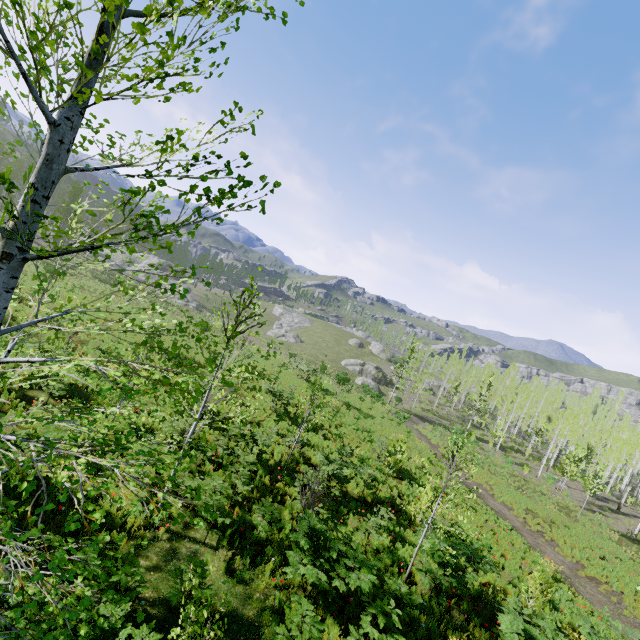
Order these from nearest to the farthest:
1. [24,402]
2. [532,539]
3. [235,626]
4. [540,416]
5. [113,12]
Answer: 1. [113,12]
2. [235,626]
3. [24,402]
4. [532,539]
5. [540,416]

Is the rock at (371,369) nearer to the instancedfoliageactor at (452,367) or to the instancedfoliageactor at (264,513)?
the instancedfoliageactor at (452,367)

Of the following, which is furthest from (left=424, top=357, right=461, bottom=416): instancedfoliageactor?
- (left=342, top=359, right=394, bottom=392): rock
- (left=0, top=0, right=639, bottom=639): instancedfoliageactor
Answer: (left=0, top=0, right=639, bottom=639): instancedfoliageactor

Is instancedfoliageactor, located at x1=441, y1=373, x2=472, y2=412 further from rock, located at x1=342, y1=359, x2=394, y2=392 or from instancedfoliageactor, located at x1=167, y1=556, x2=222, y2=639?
instancedfoliageactor, located at x1=167, y1=556, x2=222, y2=639

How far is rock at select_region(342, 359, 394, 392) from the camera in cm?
5225

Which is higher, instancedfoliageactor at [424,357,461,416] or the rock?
instancedfoliageactor at [424,357,461,416]

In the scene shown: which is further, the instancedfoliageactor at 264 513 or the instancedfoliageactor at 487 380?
the instancedfoliageactor at 264 513
